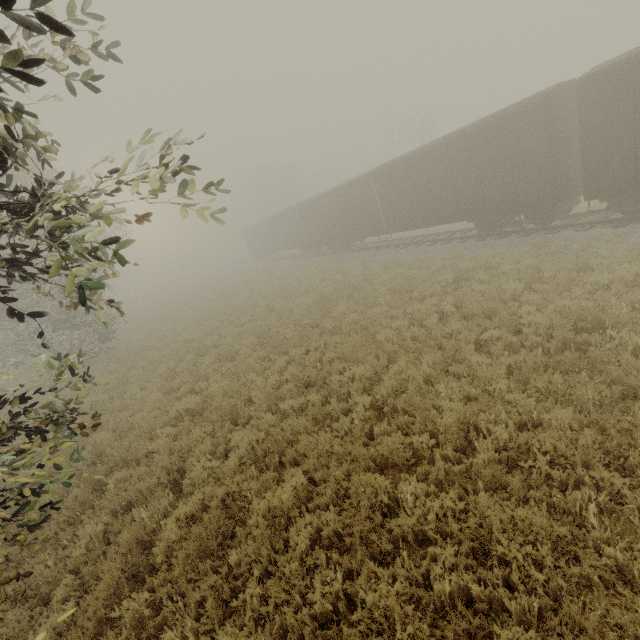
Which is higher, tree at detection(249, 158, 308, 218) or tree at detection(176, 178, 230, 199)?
tree at detection(249, 158, 308, 218)

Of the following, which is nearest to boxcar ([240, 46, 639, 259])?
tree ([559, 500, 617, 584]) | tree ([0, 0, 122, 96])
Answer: tree ([559, 500, 617, 584])

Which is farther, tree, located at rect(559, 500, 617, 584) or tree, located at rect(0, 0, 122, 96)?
tree, located at rect(559, 500, 617, 584)

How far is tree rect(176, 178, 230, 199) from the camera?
3.5 meters

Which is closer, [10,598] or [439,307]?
[10,598]

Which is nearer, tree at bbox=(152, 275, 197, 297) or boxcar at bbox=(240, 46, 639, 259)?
boxcar at bbox=(240, 46, 639, 259)

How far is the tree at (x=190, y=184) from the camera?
3.47m

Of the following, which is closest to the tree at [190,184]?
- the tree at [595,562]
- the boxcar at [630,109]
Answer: the tree at [595,562]
